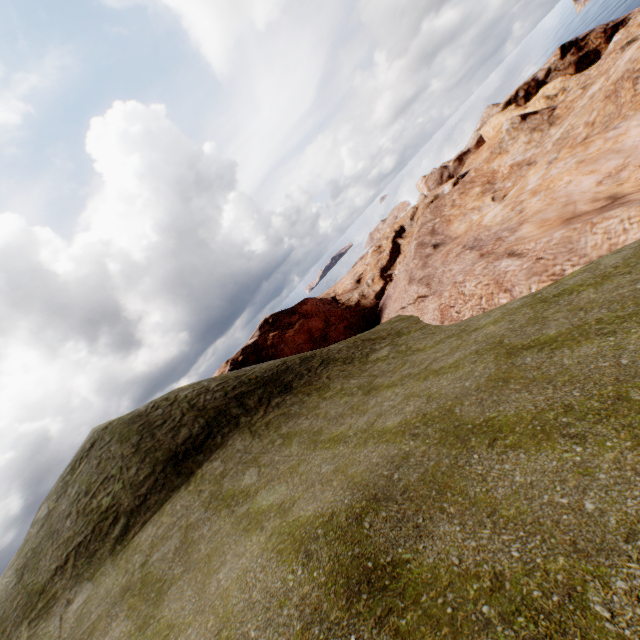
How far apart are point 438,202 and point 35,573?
43.0m
